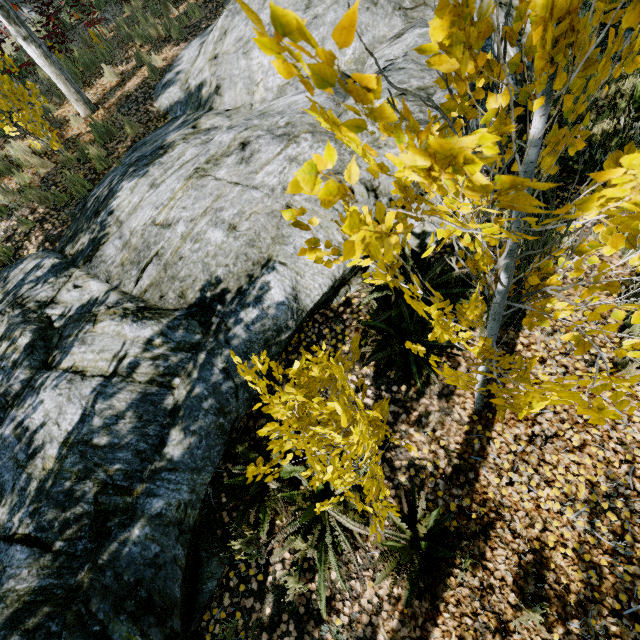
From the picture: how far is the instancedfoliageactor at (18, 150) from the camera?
6.38m

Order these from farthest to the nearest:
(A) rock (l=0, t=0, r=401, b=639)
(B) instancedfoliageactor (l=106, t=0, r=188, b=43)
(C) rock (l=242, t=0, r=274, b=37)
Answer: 1. (B) instancedfoliageactor (l=106, t=0, r=188, b=43)
2. (C) rock (l=242, t=0, r=274, b=37)
3. (A) rock (l=0, t=0, r=401, b=639)

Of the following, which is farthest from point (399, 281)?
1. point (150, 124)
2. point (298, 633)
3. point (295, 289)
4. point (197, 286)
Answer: point (150, 124)

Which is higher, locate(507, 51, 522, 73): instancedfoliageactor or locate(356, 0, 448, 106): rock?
locate(507, 51, 522, 73): instancedfoliageactor

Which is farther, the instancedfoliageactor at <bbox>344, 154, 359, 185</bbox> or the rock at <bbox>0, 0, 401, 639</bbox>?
the rock at <bbox>0, 0, 401, 639</bbox>

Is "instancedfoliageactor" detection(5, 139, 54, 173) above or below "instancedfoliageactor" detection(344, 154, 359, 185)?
below

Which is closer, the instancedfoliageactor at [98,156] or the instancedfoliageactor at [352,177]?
the instancedfoliageactor at [352,177]
